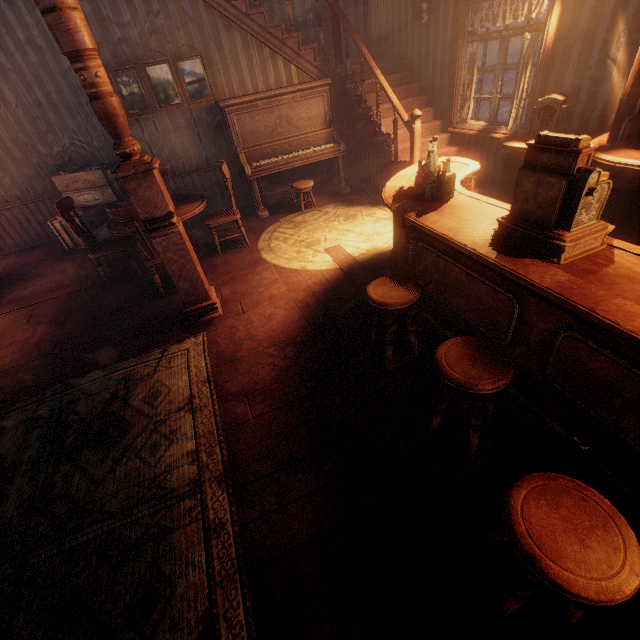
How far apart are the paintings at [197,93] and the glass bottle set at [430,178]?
4.5m

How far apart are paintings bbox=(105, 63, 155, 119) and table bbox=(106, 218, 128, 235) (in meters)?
1.59

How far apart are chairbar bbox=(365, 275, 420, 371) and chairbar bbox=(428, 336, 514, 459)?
0.5 meters

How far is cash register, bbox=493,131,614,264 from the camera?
1.7m

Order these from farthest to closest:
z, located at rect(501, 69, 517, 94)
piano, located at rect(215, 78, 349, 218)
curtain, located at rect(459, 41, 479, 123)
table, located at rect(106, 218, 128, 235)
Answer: z, located at rect(501, 69, 517, 94), piano, located at rect(215, 78, 349, 218), curtain, located at rect(459, 41, 479, 123), table, located at rect(106, 218, 128, 235)

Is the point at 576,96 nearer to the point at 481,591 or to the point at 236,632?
the point at 481,591

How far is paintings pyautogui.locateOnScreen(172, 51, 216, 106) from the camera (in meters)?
5.24

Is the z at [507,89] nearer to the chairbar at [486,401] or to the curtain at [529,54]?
A: the curtain at [529,54]
